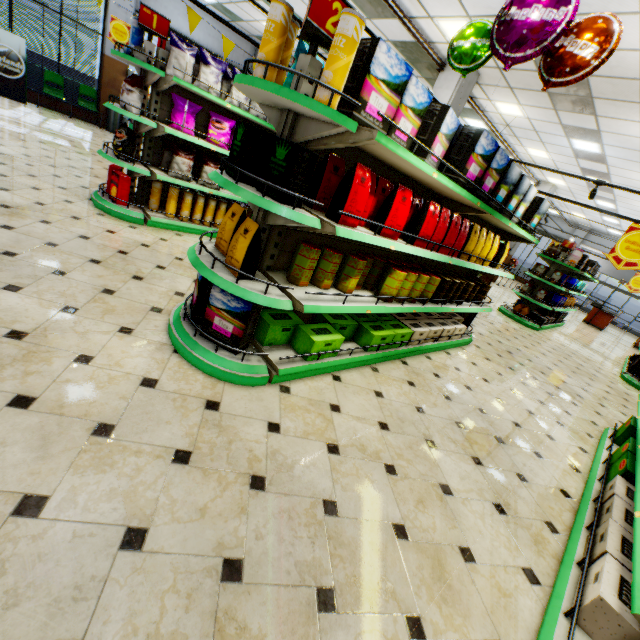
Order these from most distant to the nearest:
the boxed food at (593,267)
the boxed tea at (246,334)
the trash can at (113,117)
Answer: the trash can at (113,117) → the boxed food at (593,267) → the boxed tea at (246,334)

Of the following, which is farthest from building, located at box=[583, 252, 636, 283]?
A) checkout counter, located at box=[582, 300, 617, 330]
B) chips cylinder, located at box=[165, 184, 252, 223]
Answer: chips cylinder, located at box=[165, 184, 252, 223]

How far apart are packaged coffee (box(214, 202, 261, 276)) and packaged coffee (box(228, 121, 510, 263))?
0.5m

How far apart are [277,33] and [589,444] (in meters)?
5.23

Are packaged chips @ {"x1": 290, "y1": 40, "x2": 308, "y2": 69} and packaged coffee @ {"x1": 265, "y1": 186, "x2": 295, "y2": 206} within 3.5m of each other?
yes

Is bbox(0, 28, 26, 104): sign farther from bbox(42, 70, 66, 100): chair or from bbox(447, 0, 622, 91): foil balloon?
bbox(447, 0, 622, 91): foil balloon

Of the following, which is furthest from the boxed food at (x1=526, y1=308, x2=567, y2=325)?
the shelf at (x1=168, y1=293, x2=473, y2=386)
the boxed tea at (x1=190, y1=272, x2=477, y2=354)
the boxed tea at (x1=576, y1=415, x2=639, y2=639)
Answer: the boxed tea at (x1=190, y1=272, x2=477, y2=354)

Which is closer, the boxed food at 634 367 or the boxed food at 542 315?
the boxed food at 634 367
